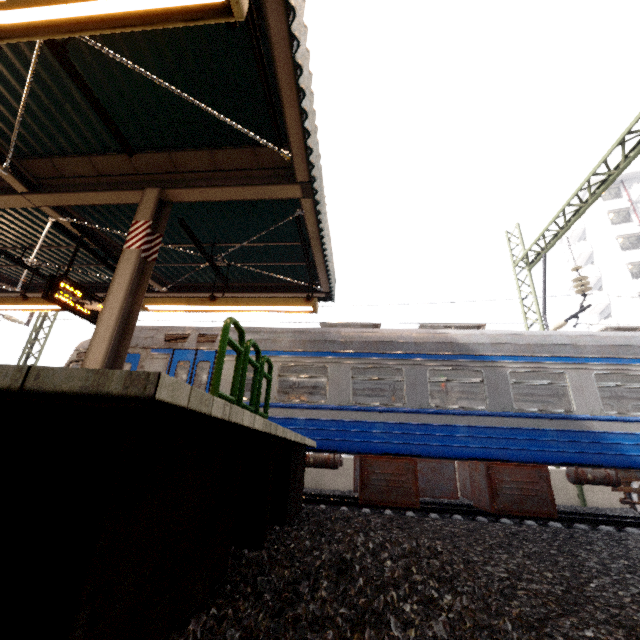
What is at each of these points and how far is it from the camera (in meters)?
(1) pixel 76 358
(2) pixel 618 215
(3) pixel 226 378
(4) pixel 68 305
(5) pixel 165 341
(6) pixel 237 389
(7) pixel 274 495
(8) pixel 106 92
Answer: (1) train, 8.55
(2) building, 31.17
(3) train, 7.63
(4) sign, 6.21
(5) train, 8.19
(6) barrier, 3.53
(7) platform underside, 4.43
(8) awning structure, 4.42

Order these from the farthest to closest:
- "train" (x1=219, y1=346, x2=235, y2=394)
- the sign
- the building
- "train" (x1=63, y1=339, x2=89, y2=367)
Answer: the building → "train" (x1=63, y1=339, x2=89, y2=367) → "train" (x1=219, y1=346, x2=235, y2=394) → the sign

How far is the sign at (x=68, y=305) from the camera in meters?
6.0

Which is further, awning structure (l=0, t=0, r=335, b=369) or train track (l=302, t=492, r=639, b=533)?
train track (l=302, t=492, r=639, b=533)

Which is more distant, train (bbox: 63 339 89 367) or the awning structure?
train (bbox: 63 339 89 367)

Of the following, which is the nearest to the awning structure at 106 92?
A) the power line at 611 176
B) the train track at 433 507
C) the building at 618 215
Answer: the train track at 433 507

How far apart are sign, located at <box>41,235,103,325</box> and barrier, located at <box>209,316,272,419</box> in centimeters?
435cm

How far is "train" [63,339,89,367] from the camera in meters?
8.5 m
